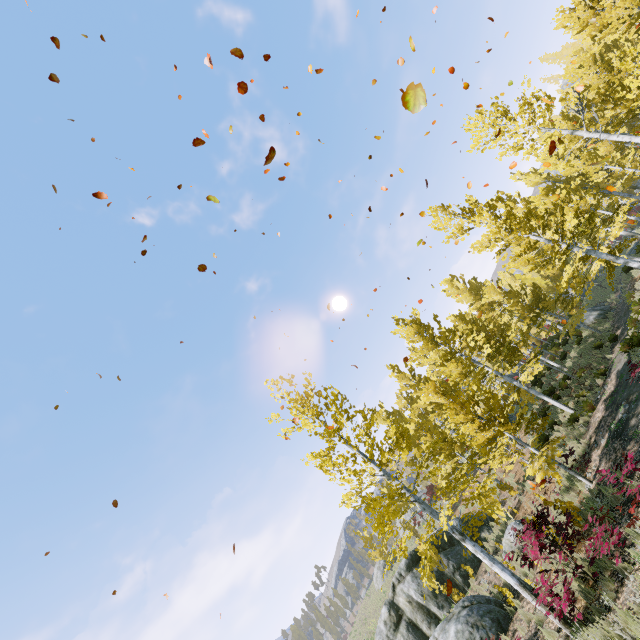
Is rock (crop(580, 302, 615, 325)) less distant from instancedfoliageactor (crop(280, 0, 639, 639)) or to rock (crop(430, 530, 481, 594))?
instancedfoliageactor (crop(280, 0, 639, 639))

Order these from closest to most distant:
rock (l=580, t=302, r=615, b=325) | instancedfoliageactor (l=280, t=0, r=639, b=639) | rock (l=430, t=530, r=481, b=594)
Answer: instancedfoliageactor (l=280, t=0, r=639, b=639), rock (l=430, t=530, r=481, b=594), rock (l=580, t=302, r=615, b=325)

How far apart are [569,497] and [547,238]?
15.04m

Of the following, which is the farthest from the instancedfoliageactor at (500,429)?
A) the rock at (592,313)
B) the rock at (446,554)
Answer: the rock at (446,554)

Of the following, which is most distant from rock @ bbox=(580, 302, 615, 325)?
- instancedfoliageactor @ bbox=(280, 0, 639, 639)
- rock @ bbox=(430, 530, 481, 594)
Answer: rock @ bbox=(430, 530, 481, 594)

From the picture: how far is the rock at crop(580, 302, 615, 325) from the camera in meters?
22.7 m

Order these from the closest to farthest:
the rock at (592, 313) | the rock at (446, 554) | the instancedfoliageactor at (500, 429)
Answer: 1. the instancedfoliageactor at (500, 429)
2. the rock at (446, 554)
3. the rock at (592, 313)
